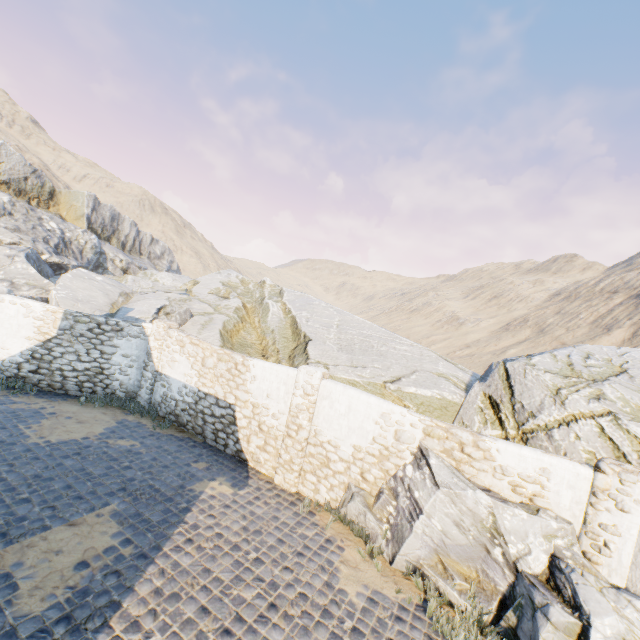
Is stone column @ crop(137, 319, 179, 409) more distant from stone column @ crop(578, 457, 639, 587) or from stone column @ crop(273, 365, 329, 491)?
stone column @ crop(578, 457, 639, 587)

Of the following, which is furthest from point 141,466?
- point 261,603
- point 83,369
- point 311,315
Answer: point 311,315

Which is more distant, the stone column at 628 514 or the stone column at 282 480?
the stone column at 282 480

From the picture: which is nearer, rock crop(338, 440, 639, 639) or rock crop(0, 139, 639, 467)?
rock crop(338, 440, 639, 639)

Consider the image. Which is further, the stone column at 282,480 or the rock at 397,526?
the stone column at 282,480

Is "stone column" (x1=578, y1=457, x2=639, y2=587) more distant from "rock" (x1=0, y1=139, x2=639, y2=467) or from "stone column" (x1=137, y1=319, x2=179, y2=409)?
"stone column" (x1=137, y1=319, x2=179, y2=409)

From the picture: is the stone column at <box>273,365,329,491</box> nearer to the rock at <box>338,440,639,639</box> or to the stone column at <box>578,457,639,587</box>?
the rock at <box>338,440,639,639</box>

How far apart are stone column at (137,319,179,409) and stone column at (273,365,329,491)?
5.6 meters
